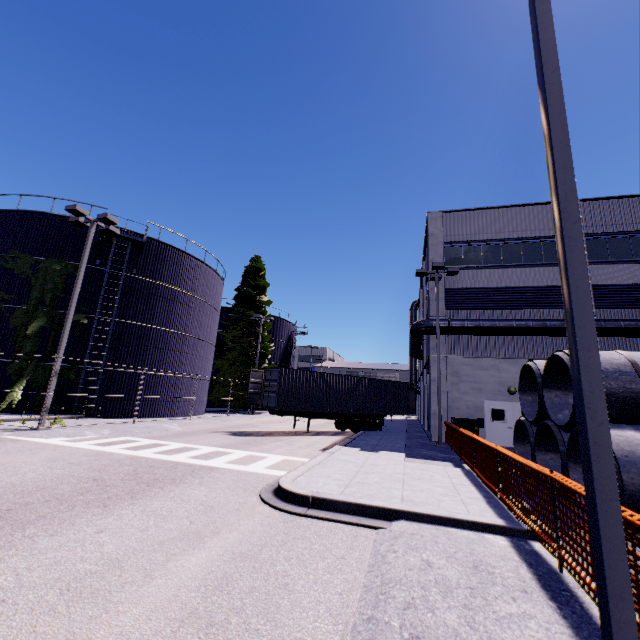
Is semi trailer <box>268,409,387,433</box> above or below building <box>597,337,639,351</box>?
below

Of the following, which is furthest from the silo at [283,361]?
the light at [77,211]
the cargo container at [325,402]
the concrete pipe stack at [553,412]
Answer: the concrete pipe stack at [553,412]

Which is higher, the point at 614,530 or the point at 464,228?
the point at 464,228

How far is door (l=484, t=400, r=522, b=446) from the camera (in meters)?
18.12

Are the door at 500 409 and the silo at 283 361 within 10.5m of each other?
no

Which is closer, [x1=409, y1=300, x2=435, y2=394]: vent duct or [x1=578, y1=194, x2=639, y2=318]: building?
[x1=578, y1=194, x2=639, y2=318]: building

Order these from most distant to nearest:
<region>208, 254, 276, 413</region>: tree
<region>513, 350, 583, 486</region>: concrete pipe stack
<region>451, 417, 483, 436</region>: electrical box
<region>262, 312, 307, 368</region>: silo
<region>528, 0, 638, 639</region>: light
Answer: <region>262, 312, 307, 368</region>: silo → <region>208, 254, 276, 413</region>: tree → <region>451, 417, 483, 436</region>: electrical box → <region>513, 350, 583, 486</region>: concrete pipe stack → <region>528, 0, 638, 639</region>: light

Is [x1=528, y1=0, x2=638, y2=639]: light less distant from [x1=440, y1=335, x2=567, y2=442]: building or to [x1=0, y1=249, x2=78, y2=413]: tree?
[x1=0, y1=249, x2=78, y2=413]: tree
